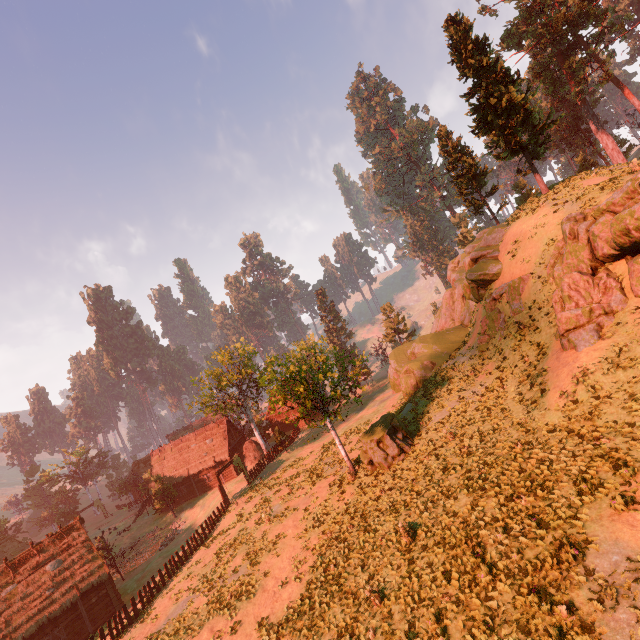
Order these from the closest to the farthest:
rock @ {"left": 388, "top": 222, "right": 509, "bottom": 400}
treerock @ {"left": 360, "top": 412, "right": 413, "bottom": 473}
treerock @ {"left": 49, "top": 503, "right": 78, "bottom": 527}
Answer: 1. treerock @ {"left": 360, "top": 412, "right": 413, "bottom": 473}
2. rock @ {"left": 388, "top": 222, "right": 509, "bottom": 400}
3. treerock @ {"left": 49, "top": 503, "right": 78, "bottom": 527}

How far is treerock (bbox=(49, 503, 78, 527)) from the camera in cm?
5187

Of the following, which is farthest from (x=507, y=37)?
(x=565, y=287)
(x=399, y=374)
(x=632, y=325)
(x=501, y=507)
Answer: (x=501, y=507)

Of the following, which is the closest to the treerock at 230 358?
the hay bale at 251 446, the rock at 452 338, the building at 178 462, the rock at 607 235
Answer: the building at 178 462

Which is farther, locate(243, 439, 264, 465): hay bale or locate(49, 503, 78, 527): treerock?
locate(49, 503, 78, 527): treerock

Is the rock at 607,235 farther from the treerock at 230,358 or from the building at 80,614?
the building at 80,614

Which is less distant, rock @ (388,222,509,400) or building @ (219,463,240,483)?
rock @ (388,222,509,400)

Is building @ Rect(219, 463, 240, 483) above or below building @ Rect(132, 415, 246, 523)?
below
